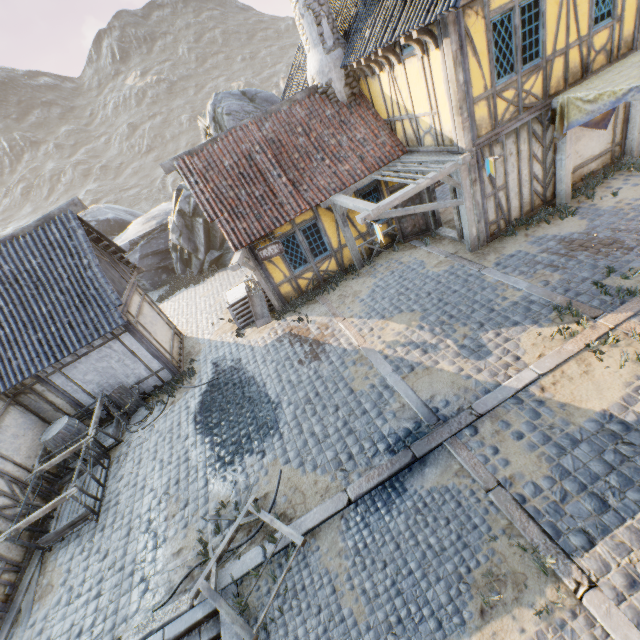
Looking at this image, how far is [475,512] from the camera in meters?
5.0 m

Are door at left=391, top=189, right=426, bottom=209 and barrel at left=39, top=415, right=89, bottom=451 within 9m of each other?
no

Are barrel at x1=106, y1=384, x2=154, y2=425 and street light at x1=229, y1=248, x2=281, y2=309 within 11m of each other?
yes

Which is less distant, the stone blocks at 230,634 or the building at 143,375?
the stone blocks at 230,634

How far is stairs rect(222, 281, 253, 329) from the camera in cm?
1231

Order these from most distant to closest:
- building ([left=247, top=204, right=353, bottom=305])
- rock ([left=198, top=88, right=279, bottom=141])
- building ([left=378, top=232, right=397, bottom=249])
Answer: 1. rock ([left=198, top=88, right=279, bottom=141])
2. building ([left=378, top=232, right=397, bottom=249])
3. building ([left=247, top=204, right=353, bottom=305])

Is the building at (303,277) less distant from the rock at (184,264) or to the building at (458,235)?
the building at (458,235)

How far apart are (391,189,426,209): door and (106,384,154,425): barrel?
10.4 meters
